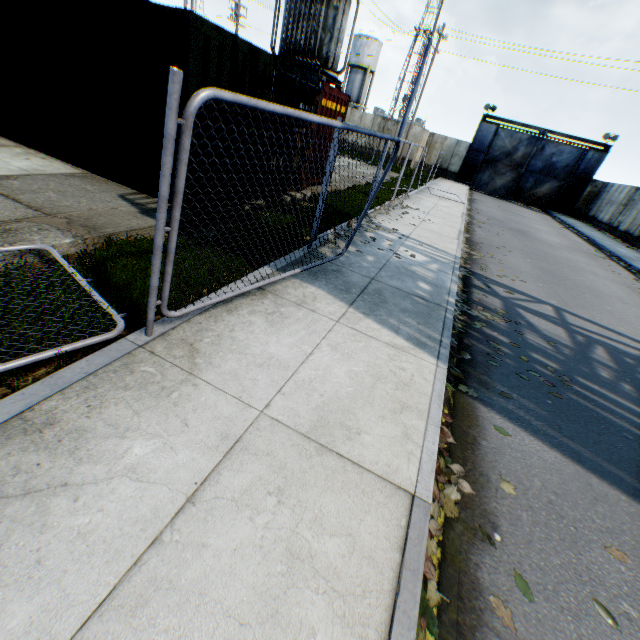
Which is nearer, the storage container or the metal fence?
the metal fence

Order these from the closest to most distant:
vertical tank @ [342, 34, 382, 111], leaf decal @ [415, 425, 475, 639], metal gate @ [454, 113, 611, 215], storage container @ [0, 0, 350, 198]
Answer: leaf decal @ [415, 425, 475, 639] → storage container @ [0, 0, 350, 198] → metal gate @ [454, 113, 611, 215] → vertical tank @ [342, 34, 382, 111]

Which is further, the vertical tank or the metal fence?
the vertical tank

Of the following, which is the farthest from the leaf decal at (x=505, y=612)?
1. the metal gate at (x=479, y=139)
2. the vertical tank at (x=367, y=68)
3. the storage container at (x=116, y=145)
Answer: the vertical tank at (x=367, y=68)

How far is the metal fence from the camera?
2.0 meters

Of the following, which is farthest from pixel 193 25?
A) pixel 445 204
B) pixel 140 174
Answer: pixel 445 204

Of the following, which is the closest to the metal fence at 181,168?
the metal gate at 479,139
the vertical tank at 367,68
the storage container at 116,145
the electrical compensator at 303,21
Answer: the storage container at 116,145

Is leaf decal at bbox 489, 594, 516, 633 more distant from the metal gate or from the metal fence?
the metal gate
